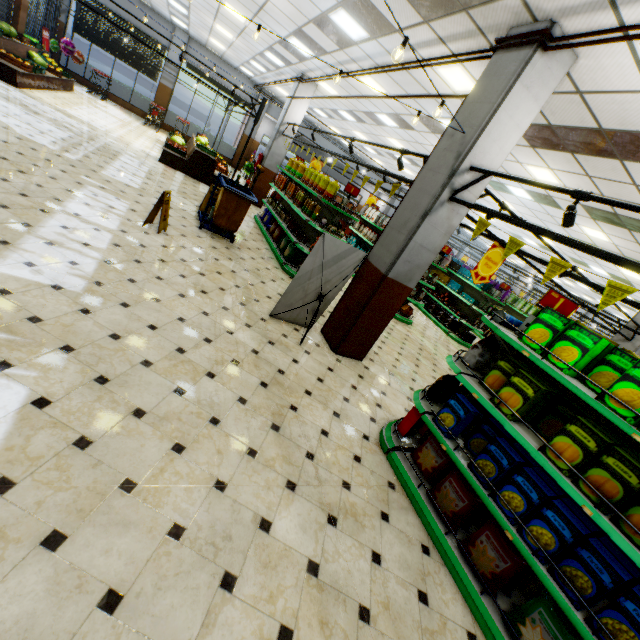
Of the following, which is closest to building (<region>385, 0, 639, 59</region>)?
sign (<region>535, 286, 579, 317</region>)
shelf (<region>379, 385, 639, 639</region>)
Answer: shelf (<region>379, 385, 639, 639</region>)

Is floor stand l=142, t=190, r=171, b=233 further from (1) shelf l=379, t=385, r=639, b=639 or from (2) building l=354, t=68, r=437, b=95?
(1) shelf l=379, t=385, r=639, b=639

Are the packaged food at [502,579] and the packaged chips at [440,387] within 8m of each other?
yes

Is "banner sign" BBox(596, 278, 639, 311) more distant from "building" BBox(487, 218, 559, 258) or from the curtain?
the curtain

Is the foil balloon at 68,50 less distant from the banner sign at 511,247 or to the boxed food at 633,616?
the banner sign at 511,247

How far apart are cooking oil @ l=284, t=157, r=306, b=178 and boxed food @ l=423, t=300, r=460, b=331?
6.9m

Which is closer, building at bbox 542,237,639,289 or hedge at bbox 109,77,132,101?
building at bbox 542,237,639,289

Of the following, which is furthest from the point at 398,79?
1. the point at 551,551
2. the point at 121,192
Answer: the point at 551,551
